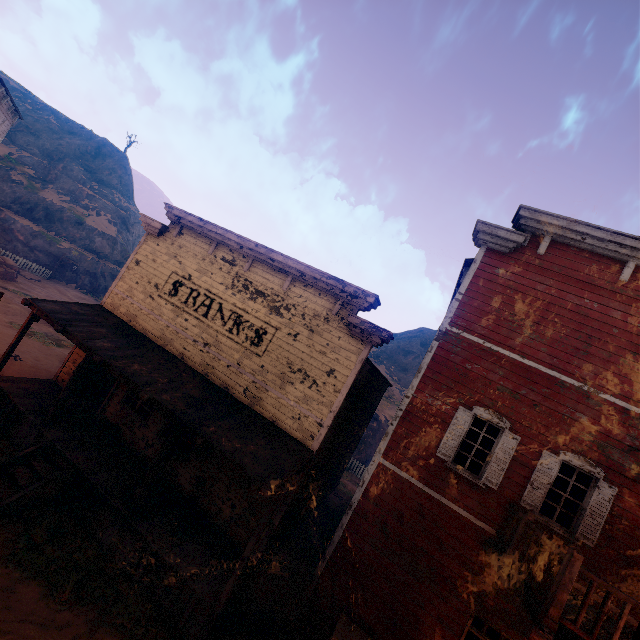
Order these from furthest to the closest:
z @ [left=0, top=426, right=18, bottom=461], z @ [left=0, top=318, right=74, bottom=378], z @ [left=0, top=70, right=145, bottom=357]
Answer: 1. z @ [left=0, top=70, right=145, bottom=357]
2. z @ [left=0, top=318, right=74, bottom=378]
3. z @ [left=0, top=426, right=18, bottom=461]

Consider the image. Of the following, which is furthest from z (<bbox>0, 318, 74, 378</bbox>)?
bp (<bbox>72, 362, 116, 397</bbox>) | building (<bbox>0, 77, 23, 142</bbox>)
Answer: bp (<bbox>72, 362, 116, 397</bbox>)

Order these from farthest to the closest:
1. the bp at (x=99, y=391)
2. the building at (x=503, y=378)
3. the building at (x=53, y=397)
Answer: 1. the bp at (x=99, y=391)
2. the building at (x=53, y=397)
3. the building at (x=503, y=378)

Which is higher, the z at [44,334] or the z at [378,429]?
the z at [378,429]

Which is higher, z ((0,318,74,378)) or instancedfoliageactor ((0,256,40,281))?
instancedfoliageactor ((0,256,40,281))

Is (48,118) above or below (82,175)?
above

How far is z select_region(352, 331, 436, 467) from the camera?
28.06m

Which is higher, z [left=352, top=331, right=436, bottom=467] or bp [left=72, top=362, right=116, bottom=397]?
z [left=352, top=331, right=436, bottom=467]
